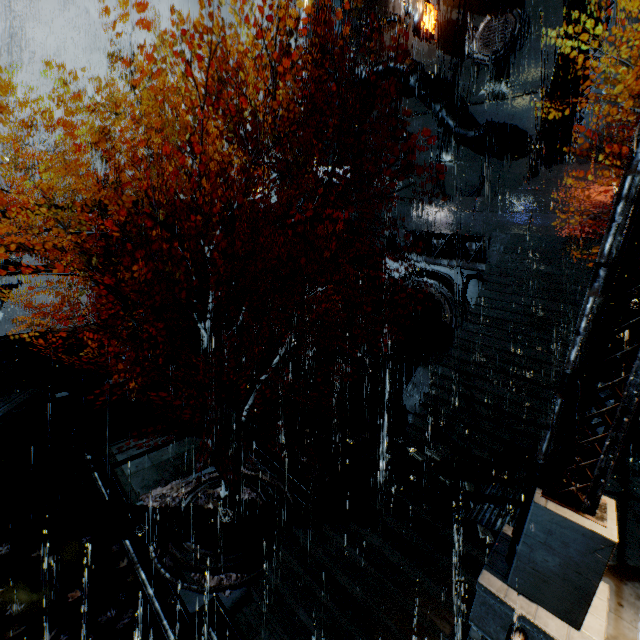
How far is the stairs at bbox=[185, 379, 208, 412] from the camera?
16.96m

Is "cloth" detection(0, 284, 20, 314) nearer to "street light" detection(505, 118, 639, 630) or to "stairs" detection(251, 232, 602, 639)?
"stairs" detection(251, 232, 602, 639)

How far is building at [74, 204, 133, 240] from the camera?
14.21m

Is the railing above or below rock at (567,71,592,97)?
below

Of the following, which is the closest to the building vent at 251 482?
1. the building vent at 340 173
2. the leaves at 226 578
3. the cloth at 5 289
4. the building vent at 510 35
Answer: the leaves at 226 578

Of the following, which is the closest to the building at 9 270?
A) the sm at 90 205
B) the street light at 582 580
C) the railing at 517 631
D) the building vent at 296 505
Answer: the sm at 90 205

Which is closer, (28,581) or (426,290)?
(28,581)
